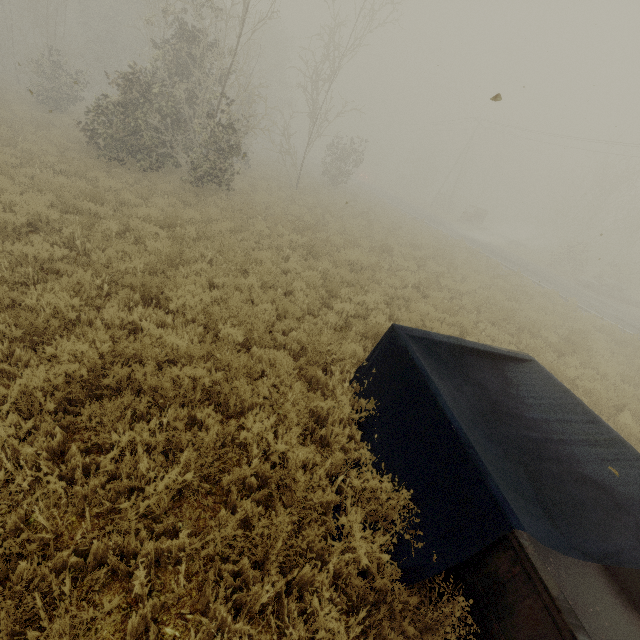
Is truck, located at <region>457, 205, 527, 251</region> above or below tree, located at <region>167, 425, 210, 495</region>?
above

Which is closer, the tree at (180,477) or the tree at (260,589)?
the tree at (260,589)

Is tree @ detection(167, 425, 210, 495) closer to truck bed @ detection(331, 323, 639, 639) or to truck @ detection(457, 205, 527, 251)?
truck bed @ detection(331, 323, 639, 639)

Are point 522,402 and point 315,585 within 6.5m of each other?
yes

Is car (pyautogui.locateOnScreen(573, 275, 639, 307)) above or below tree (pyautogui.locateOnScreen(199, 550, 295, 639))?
above

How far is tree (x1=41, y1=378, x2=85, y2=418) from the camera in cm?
352

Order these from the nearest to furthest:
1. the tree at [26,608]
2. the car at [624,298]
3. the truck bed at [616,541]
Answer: the tree at [26,608]
the truck bed at [616,541]
the car at [624,298]

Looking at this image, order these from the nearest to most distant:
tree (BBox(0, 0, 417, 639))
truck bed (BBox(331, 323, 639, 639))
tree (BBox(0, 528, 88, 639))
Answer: tree (BBox(0, 528, 88, 639)), truck bed (BBox(331, 323, 639, 639)), tree (BBox(0, 0, 417, 639))
